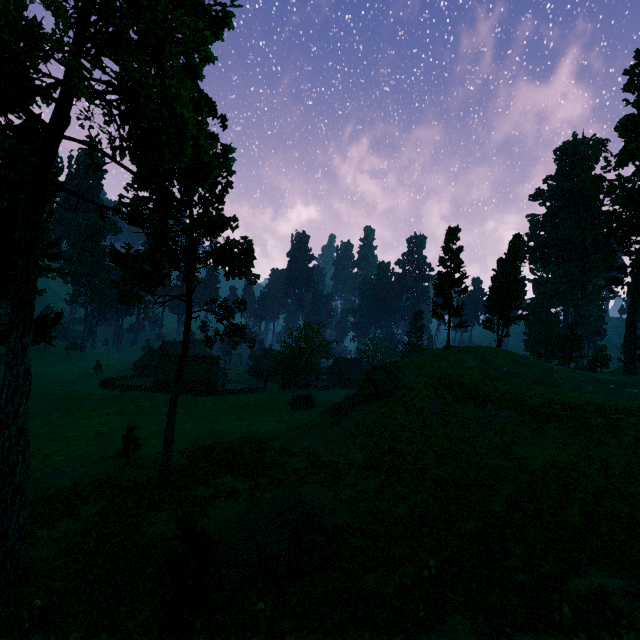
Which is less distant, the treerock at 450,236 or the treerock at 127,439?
the treerock at 127,439

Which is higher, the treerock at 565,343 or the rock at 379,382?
the treerock at 565,343

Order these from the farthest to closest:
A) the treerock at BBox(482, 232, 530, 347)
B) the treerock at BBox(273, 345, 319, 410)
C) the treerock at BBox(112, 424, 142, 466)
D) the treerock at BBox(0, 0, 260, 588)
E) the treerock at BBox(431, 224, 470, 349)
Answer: the treerock at BBox(273, 345, 319, 410), the treerock at BBox(482, 232, 530, 347), the treerock at BBox(431, 224, 470, 349), the treerock at BBox(112, 424, 142, 466), the treerock at BBox(0, 0, 260, 588)

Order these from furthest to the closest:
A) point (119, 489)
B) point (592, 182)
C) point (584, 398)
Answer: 1. point (592, 182)
2. point (584, 398)
3. point (119, 489)

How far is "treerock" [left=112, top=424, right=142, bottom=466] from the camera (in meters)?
27.89

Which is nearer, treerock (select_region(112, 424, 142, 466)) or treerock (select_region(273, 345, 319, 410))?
treerock (select_region(112, 424, 142, 466))
